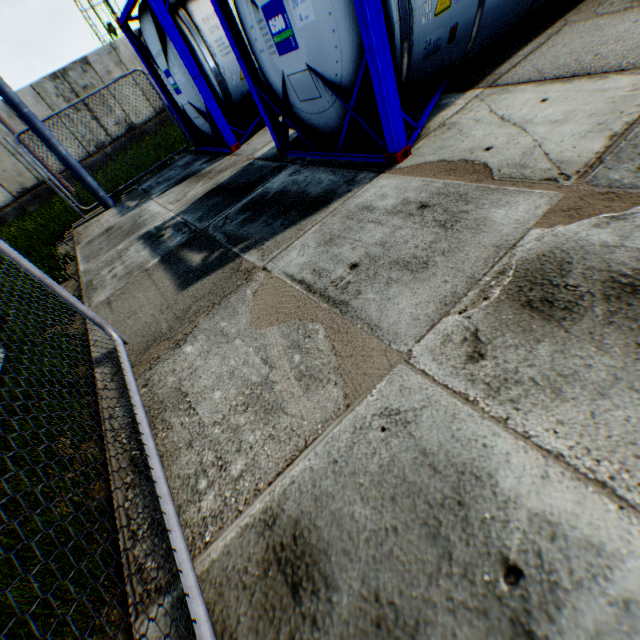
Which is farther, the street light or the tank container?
the street light

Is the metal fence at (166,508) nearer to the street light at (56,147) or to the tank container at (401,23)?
the tank container at (401,23)

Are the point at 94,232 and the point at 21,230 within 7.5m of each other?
yes

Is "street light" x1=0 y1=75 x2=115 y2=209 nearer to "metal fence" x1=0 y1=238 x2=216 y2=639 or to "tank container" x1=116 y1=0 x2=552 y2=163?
"tank container" x1=116 y1=0 x2=552 y2=163

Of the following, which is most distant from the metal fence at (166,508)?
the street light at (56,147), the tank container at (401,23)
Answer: the street light at (56,147)

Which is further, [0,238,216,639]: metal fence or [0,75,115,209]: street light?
[0,75,115,209]: street light

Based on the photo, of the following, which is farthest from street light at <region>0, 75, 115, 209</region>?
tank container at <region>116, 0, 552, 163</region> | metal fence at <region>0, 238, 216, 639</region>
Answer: metal fence at <region>0, 238, 216, 639</region>
